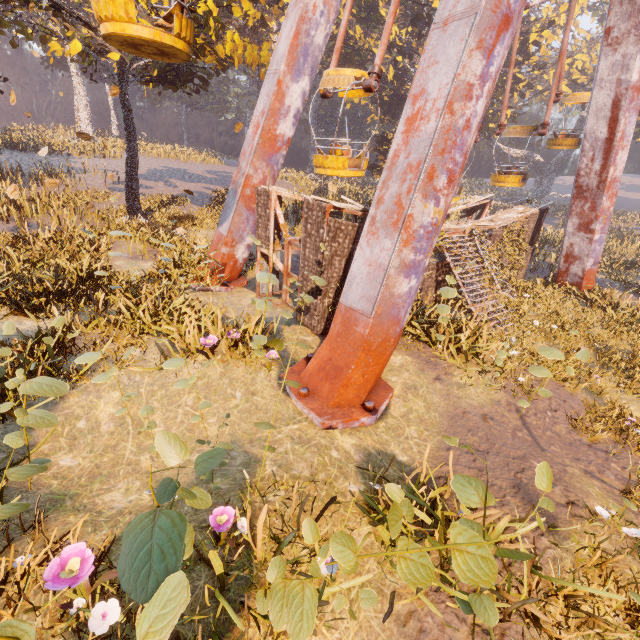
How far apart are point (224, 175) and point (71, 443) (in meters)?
36.81

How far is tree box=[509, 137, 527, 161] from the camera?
49.4 meters

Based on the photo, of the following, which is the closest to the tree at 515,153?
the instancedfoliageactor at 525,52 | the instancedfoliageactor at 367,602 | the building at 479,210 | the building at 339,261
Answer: the instancedfoliageactor at 525,52

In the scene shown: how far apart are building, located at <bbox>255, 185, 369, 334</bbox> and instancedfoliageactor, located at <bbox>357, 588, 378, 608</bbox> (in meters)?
7.31

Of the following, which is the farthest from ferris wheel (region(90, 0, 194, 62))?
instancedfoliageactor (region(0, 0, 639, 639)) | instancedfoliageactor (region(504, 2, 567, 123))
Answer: instancedfoliageactor (region(504, 2, 567, 123))

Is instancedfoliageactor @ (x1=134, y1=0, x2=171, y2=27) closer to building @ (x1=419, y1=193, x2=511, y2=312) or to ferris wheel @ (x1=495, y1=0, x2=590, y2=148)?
building @ (x1=419, y1=193, x2=511, y2=312)

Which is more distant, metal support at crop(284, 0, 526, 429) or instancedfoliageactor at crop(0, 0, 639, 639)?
metal support at crop(284, 0, 526, 429)

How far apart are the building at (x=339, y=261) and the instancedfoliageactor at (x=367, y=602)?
7.3m
